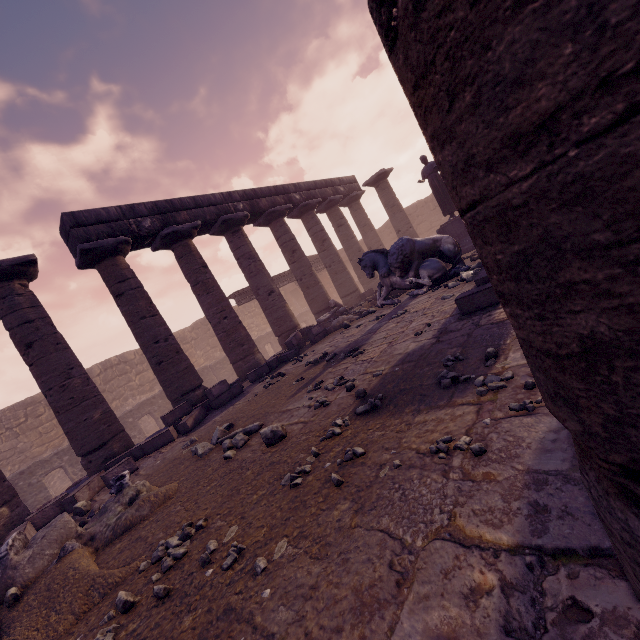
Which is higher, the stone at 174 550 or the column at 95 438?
the column at 95 438

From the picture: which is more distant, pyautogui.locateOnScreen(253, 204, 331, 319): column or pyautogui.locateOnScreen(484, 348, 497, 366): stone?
pyautogui.locateOnScreen(253, 204, 331, 319): column

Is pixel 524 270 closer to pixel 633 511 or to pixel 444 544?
pixel 633 511

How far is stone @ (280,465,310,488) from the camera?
2.7m

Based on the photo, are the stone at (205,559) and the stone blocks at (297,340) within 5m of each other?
no

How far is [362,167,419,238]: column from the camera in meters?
17.0

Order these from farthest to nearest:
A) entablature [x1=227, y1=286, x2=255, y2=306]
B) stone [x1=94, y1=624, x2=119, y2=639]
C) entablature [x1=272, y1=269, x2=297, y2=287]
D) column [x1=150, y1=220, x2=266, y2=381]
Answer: entablature [x1=272, y1=269, x2=297, y2=287], entablature [x1=227, y1=286, x2=255, y2=306], column [x1=150, y1=220, x2=266, y2=381], stone [x1=94, y1=624, x2=119, y2=639]

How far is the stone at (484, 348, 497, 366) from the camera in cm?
293
